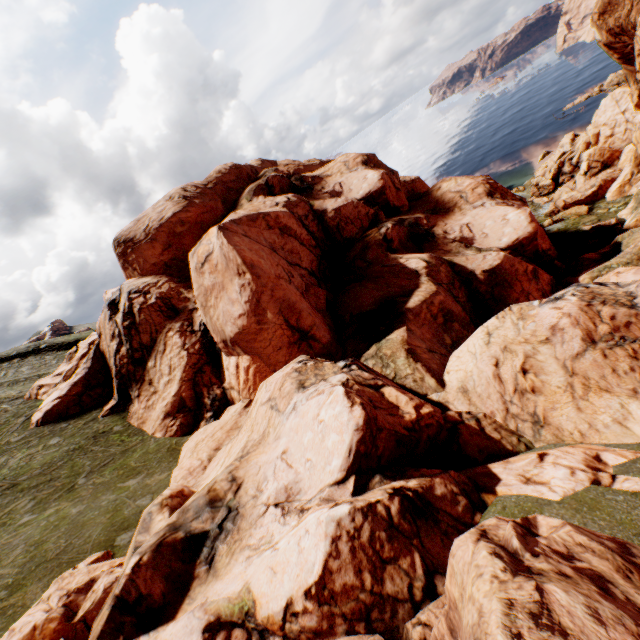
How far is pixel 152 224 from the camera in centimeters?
3288cm
